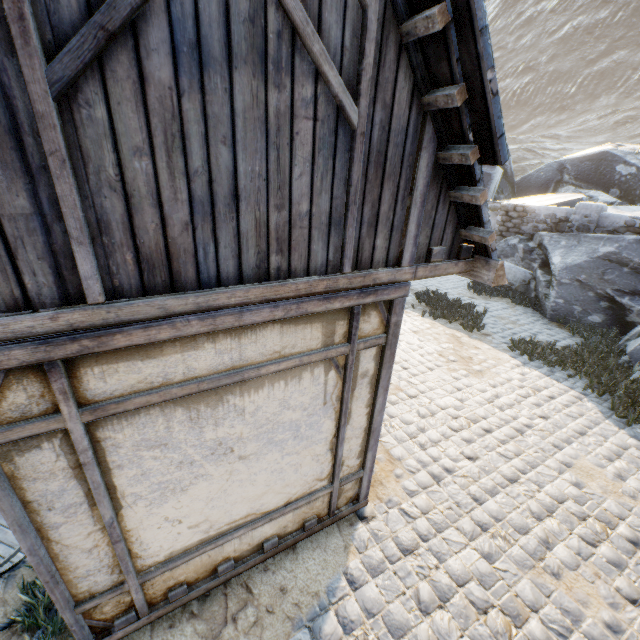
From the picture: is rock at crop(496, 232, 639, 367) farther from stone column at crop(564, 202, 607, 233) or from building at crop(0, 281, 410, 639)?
building at crop(0, 281, 410, 639)

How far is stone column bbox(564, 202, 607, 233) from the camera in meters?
10.0

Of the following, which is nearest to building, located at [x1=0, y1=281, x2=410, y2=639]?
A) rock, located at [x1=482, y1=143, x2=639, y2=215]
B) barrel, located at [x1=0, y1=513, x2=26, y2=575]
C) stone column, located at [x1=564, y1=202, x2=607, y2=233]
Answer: barrel, located at [x1=0, y1=513, x2=26, y2=575]

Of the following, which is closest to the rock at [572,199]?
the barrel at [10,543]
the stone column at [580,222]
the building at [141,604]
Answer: the stone column at [580,222]

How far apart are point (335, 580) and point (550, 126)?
79.7 meters

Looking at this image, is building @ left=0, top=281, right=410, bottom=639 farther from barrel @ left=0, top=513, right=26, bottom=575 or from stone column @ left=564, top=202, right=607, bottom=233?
stone column @ left=564, top=202, right=607, bottom=233

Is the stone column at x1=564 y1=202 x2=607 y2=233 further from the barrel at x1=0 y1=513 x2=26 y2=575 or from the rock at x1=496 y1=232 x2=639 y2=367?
the barrel at x1=0 y1=513 x2=26 y2=575

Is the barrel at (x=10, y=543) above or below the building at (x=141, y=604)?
below
